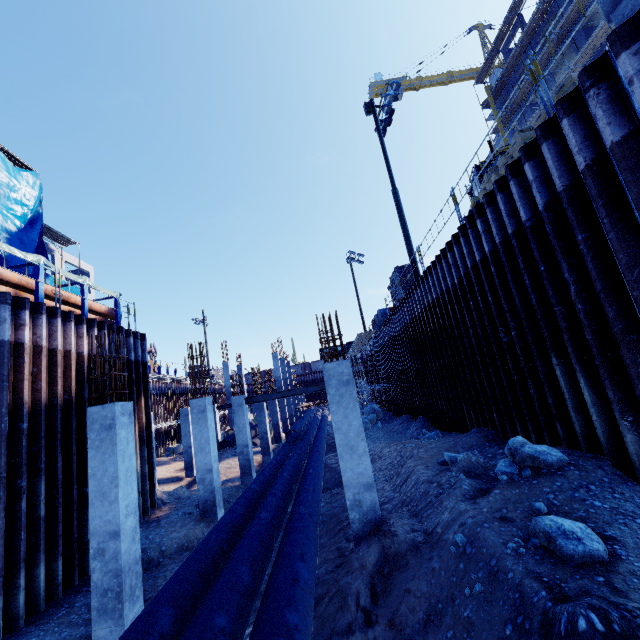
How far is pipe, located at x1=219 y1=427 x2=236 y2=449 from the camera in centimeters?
2484cm

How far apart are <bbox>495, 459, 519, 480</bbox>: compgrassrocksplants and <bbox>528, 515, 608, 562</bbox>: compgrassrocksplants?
1.3m

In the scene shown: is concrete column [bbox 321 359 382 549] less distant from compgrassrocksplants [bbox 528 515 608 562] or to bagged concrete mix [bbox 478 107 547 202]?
compgrassrocksplants [bbox 528 515 608 562]

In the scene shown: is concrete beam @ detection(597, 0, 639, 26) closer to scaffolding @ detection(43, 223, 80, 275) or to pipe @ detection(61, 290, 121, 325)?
pipe @ detection(61, 290, 121, 325)

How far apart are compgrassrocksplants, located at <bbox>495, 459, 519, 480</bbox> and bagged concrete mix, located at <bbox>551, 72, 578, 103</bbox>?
5.7 meters

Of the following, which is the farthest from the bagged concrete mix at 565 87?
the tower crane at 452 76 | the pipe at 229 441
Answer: the tower crane at 452 76

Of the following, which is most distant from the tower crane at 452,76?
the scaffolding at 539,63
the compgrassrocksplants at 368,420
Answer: the compgrassrocksplants at 368,420

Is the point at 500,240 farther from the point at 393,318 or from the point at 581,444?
the point at 393,318
